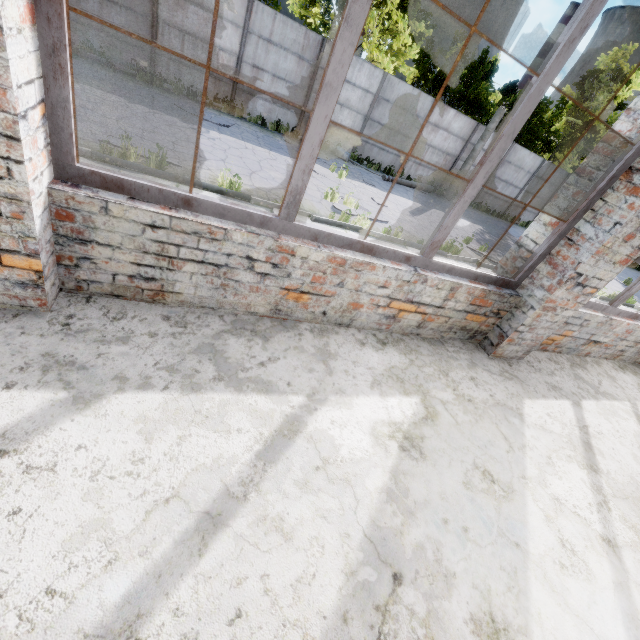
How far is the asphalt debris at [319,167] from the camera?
11.69m

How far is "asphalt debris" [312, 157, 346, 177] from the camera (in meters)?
11.69

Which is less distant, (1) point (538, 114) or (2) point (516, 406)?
(2) point (516, 406)
